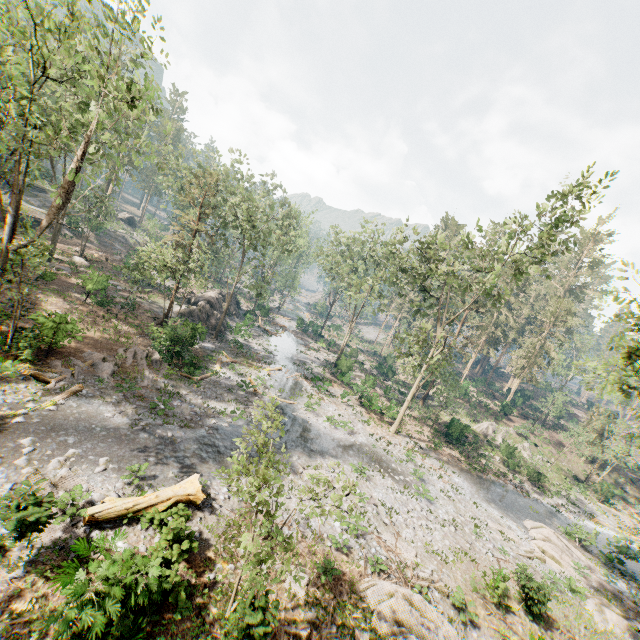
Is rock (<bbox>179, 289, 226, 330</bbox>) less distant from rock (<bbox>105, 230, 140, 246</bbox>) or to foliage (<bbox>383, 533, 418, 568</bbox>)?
rock (<bbox>105, 230, 140, 246</bbox>)

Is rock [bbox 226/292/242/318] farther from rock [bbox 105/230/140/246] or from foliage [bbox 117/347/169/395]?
rock [bbox 105/230/140/246]

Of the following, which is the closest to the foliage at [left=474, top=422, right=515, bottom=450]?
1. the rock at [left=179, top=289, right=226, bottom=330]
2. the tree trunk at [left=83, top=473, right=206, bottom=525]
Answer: the tree trunk at [left=83, top=473, right=206, bottom=525]

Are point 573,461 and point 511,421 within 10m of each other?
yes

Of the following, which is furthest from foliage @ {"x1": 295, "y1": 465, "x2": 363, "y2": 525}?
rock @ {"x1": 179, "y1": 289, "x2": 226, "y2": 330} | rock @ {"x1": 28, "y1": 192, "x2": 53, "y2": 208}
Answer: rock @ {"x1": 179, "y1": 289, "x2": 226, "y2": 330}

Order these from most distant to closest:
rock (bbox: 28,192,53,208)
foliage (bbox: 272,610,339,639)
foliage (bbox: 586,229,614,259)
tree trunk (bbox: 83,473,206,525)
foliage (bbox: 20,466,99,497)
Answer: foliage (bbox: 586,229,614,259)
rock (bbox: 28,192,53,208)
tree trunk (bbox: 83,473,206,525)
foliage (bbox: 272,610,339,639)
foliage (bbox: 20,466,99,497)

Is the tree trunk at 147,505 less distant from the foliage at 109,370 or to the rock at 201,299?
the foliage at 109,370

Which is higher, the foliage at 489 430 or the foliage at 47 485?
the foliage at 489 430
